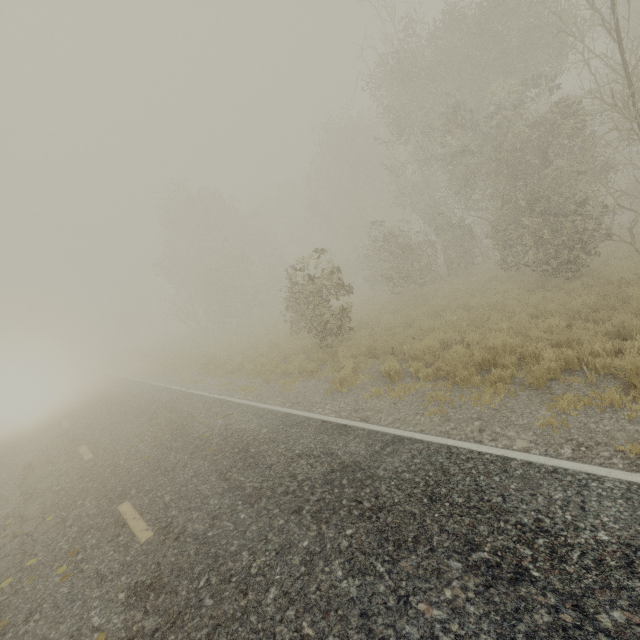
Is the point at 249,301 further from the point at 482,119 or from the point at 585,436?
the point at 585,436

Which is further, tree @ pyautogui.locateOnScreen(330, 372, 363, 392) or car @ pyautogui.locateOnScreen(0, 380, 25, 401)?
car @ pyautogui.locateOnScreen(0, 380, 25, 401)

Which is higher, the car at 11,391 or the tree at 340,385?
the car at 11,391

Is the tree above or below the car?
below

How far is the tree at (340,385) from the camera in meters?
8.4

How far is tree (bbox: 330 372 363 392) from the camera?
8.44m
